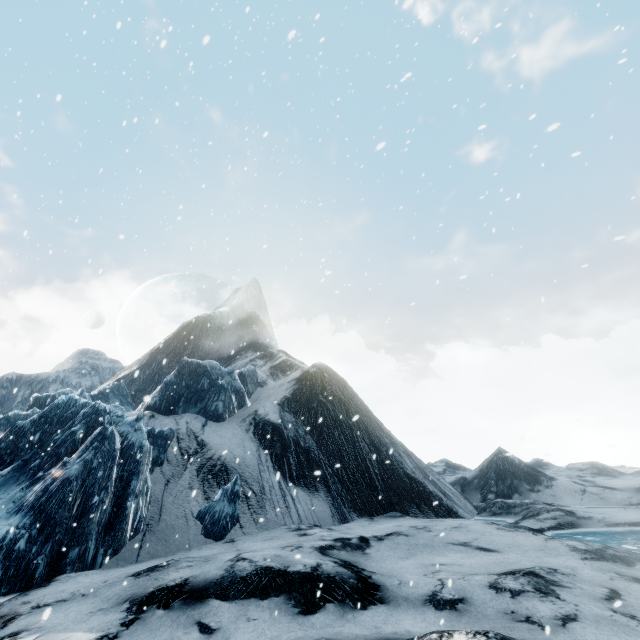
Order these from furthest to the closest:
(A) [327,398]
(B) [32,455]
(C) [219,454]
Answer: (A) [327,398] < (C) [219,454] < (B) [32,455]
